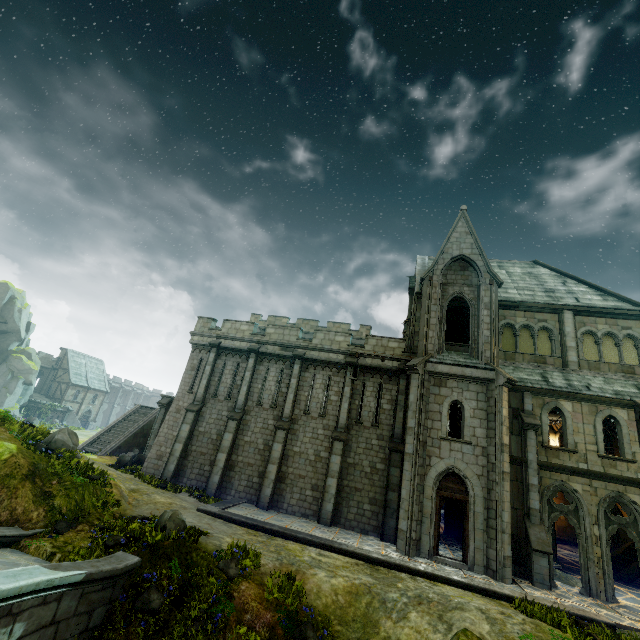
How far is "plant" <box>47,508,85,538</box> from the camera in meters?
9.3

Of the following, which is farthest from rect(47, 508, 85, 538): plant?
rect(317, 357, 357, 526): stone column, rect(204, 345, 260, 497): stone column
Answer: rect(317, 357, 357, 526): stone column

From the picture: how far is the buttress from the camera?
20.03m

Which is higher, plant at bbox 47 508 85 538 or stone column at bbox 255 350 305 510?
stone column at bbox 255 350 305 510

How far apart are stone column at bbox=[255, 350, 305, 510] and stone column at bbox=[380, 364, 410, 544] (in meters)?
5.72

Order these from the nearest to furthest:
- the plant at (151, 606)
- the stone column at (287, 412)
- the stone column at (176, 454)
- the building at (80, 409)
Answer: the plant at (151, 606) → the stone column at (287, 412) → the stone column at (176, 454) → the building at (80, 409)

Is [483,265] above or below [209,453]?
above

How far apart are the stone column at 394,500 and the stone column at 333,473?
2.3m
